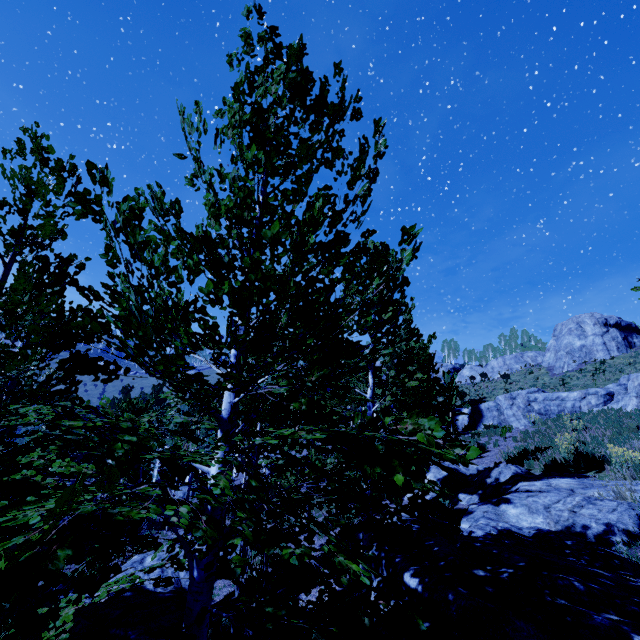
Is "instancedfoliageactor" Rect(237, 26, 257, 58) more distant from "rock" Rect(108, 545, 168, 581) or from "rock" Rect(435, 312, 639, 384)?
"rock" Rect(435, 312, 639, 384)

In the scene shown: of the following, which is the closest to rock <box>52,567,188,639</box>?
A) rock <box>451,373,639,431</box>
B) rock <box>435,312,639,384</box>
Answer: rock <box>451,373,639,431</box>

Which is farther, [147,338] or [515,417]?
[515,417]

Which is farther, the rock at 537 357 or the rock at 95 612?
the rock at 537 357

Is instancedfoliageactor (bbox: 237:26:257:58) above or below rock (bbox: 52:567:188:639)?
above

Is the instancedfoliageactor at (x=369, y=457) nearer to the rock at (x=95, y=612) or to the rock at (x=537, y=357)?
the rock at (x=95, y=612)

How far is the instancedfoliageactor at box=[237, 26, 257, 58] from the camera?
4.47m

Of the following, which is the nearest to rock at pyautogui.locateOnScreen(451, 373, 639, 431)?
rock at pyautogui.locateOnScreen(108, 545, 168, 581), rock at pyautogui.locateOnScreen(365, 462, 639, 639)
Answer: rock at pyautogui.locateOnScreen(365, 462, 639, 639)
